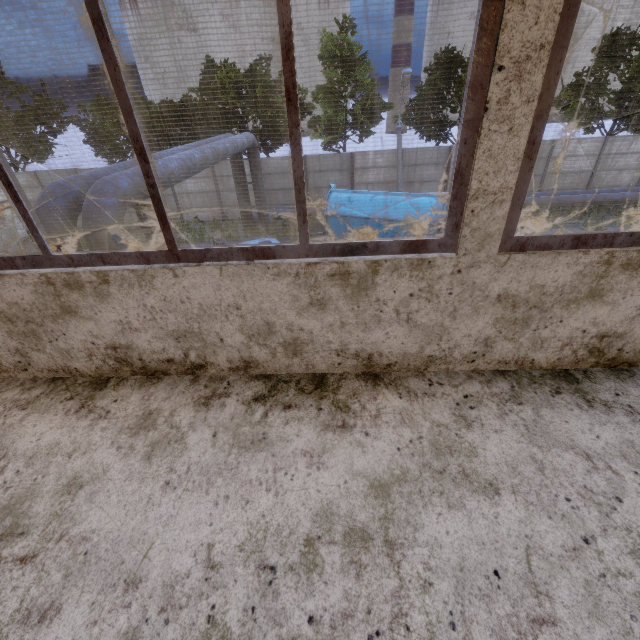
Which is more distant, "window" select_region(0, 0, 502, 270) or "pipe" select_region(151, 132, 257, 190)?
"pipe" select_region(151, 132, 257, 190)

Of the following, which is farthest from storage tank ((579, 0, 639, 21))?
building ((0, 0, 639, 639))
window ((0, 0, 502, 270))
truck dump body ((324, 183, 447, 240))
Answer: window ((0, 0, 502, 270))

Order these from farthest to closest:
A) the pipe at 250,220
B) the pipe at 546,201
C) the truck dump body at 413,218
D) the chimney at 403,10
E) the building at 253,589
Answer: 1. the chimney at 403,10
2. the pipe at 546,201
3. the pipe at 250,220
4. the truck dump body at 413,218
5. the building at 253,589

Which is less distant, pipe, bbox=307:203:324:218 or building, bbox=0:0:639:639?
building, bbox=0:0:639:639

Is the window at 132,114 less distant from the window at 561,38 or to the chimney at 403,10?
the window at 561,38

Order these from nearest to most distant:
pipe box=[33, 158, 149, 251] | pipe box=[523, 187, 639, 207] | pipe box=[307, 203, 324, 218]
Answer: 1. pipe box=[33, 158, 149, 251]
2. pipe box=[523, 187, 639, 207]
3. pipe box=[307, 203, 324, 218]

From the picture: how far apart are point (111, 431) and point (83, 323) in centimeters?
69cm

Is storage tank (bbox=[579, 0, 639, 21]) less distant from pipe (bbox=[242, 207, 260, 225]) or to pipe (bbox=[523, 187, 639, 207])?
pipe (bbox=[523, 187, 639, 207])
